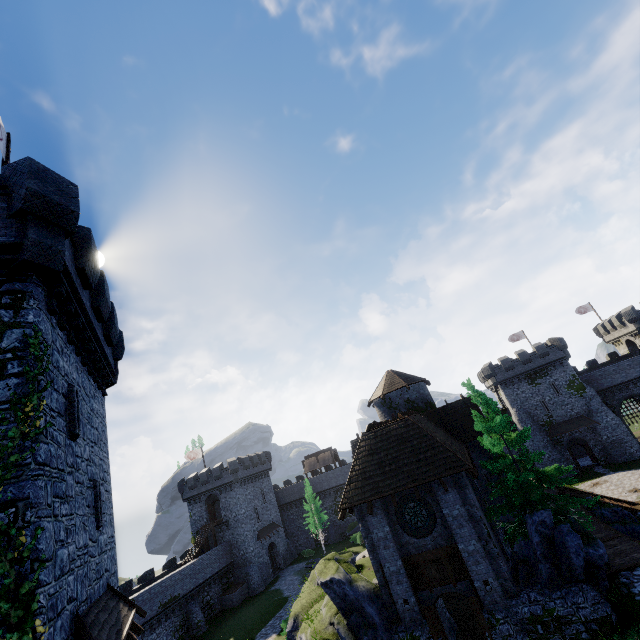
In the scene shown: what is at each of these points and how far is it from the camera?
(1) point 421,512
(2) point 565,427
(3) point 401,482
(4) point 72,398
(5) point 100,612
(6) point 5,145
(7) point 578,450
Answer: (1) window glass, 16.3 meters
(2) awning, 44.0 meters
(3) building, 16.3 meters
(4) window slit, 9.6 meters
(5) awning, 9.1 meters
(6) flag, 11.2 meters
(7) building, 49.6 meters

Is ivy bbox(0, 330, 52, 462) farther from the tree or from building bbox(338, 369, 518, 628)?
the tree

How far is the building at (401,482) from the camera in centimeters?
1466cm

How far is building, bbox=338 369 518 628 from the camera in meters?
14.7

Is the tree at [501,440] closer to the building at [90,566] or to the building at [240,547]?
the building at [90,566]

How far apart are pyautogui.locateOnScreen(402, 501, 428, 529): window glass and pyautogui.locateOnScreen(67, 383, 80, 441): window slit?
14.8 meters

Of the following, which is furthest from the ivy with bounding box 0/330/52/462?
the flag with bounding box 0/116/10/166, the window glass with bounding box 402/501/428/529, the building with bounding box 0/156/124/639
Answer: the window glass with bounding box 402/501/428/529

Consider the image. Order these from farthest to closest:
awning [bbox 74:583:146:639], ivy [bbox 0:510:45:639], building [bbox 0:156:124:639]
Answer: awning [bbox 74:583:146:639]
building [bbox 0:156:124:639]
ivy [bbox 0:510:45:639]
